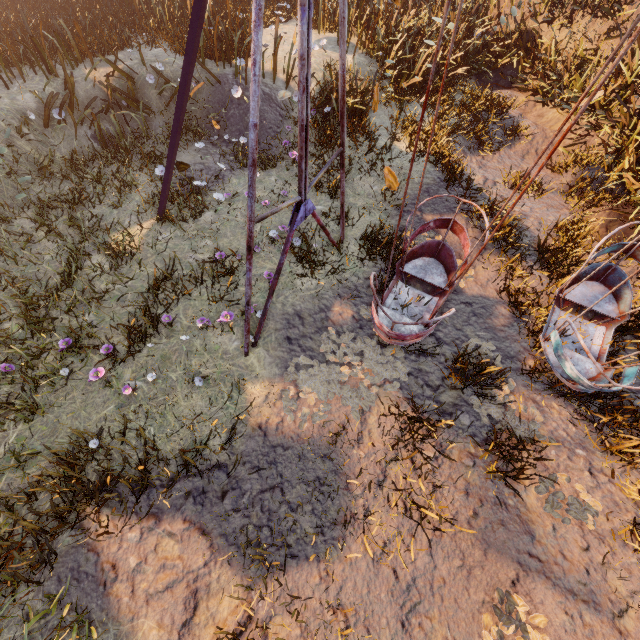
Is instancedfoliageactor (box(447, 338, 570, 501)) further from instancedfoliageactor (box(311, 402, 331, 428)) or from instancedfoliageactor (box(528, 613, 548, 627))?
instancedfoliageactor (box(528, 613, 548, 627))

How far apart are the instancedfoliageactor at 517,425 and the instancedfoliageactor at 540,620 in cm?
183

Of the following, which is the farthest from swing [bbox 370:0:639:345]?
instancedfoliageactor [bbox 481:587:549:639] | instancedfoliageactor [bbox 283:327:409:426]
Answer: instancedfoliageactor [bbox 481:587:549:639]

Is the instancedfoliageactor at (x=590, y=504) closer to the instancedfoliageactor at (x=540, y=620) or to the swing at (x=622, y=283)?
the swing at (x=622, y=283)

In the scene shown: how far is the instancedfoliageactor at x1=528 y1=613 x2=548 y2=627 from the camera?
3.4m

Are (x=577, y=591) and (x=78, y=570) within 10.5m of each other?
yes

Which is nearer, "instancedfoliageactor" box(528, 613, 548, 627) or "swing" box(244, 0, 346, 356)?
"swing" box(244, 0, 346, 356)

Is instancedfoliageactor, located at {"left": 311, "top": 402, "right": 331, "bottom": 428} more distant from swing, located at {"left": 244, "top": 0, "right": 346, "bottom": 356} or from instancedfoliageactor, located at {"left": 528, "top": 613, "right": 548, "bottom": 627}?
instancedfoliageactor, located at {"left": 528, "top": 613, "right": 548, "bottom": 627}
